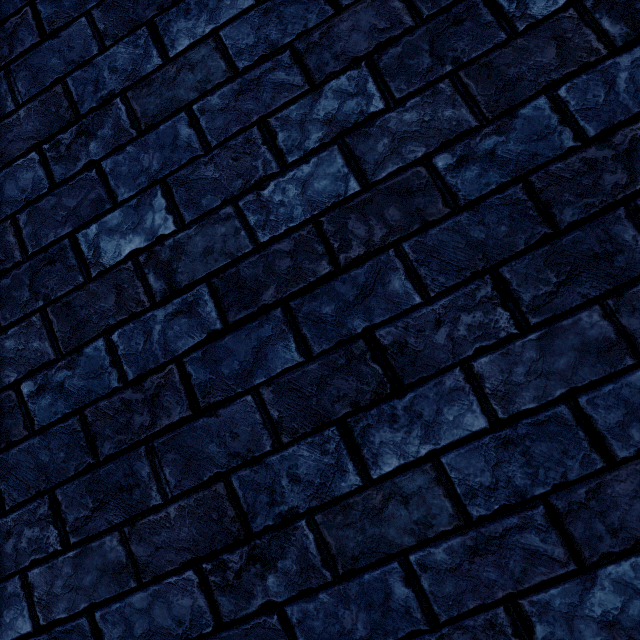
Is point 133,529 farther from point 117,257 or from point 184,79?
point 184,79
